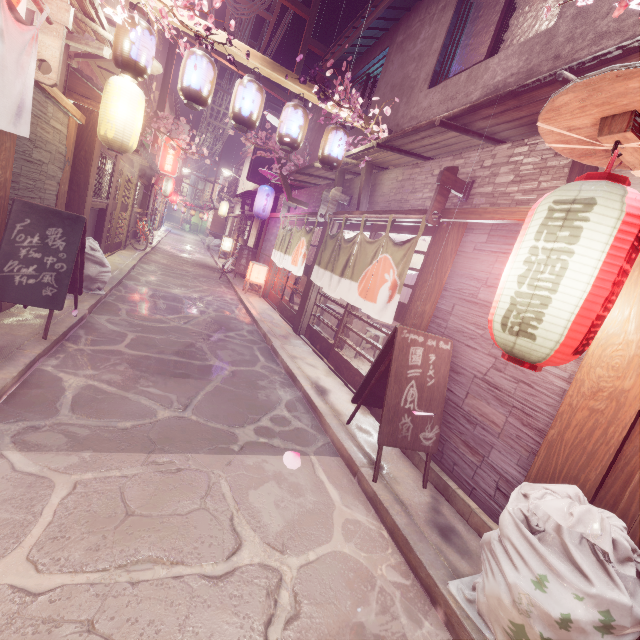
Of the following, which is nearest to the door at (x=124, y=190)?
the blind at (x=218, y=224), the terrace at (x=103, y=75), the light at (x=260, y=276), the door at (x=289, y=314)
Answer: the terrace at (x=103, y=75)

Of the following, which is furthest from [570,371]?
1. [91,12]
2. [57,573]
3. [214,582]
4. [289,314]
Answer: [289,314]

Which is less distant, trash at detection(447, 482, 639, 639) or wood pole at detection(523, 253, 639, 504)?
trash at detection(447, 482, 639, 639)

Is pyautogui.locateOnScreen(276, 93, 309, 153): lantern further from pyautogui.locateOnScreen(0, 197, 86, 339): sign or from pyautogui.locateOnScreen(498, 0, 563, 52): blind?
pyautogui.locateOnScreen(0, 197, 86, 339): sign

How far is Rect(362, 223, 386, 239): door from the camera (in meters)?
9.99

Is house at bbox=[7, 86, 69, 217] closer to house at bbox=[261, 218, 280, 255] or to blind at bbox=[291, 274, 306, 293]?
blind at bbox=[291, 274, 306, 293]

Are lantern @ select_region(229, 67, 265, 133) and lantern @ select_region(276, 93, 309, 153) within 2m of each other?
yes

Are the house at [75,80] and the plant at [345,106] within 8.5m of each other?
yes
